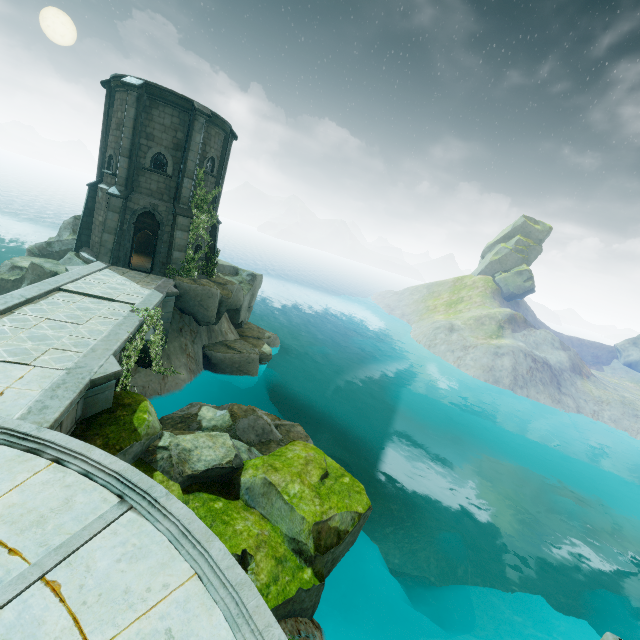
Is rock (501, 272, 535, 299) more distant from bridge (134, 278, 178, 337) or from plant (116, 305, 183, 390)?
plant (116, 305, 183, 390)

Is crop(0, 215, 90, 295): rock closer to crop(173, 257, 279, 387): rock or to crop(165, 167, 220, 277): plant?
crop(173, 257, 279, 387): rock

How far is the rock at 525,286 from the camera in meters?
59.2 m

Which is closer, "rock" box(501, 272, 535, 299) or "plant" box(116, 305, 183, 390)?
"plant" box(116, 305, 183, 390)

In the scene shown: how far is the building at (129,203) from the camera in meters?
17.1 m

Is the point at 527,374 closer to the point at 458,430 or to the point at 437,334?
the point at 437,334

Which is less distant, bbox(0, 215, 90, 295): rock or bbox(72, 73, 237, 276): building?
bbox(0, 215, 90, 295): rock

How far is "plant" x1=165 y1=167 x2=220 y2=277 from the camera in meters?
19.2 m
